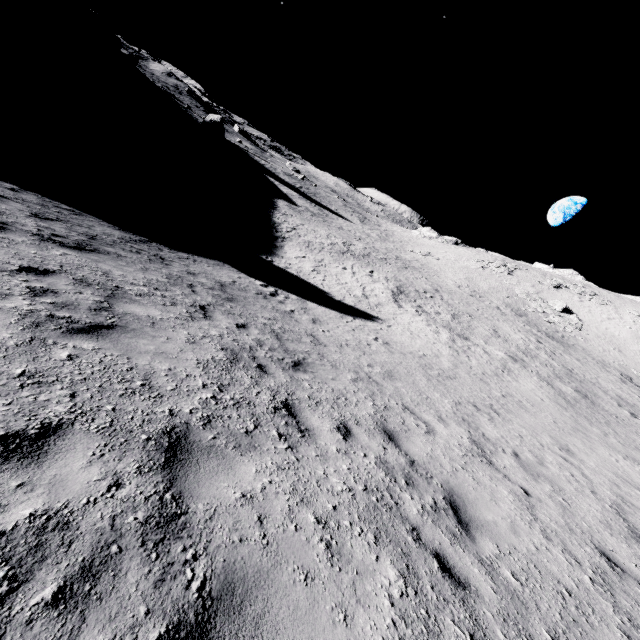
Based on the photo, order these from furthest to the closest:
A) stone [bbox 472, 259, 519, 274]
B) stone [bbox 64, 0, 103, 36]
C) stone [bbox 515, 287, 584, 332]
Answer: stone [bbox 64, 0, 103, 36] → stone [bbox 472, 259, 519, 274] → stone [bbox 515, 287, 584, 332]

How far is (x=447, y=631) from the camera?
2.68m

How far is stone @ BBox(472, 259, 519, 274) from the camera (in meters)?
52.72

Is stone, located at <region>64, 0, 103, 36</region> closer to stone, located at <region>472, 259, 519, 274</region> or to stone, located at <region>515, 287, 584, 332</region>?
stone, located at <region>472, 259, 519, 274</region>

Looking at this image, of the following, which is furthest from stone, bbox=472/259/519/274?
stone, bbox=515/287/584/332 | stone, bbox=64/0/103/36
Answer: stone, bbox=64/0/103/36

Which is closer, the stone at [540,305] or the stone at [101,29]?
the stone at [540,305]

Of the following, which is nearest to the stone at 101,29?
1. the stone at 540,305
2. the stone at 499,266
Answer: the stone at 499,266
